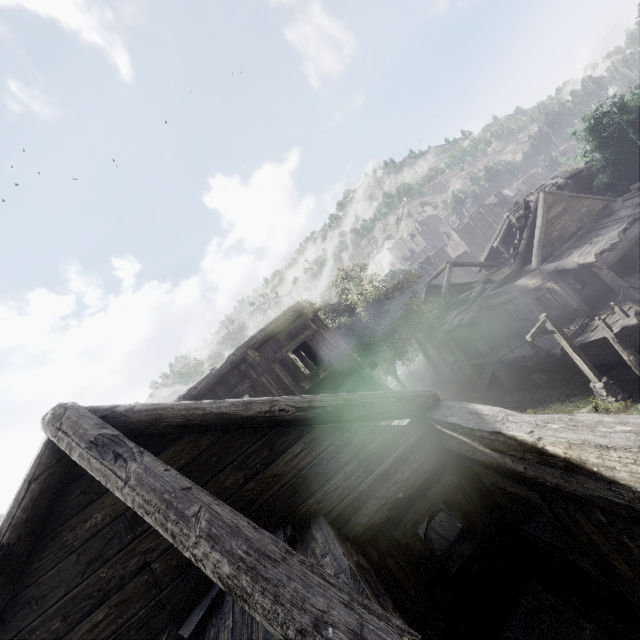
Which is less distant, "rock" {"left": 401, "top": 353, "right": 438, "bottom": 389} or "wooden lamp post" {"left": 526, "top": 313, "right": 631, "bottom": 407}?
"wooden lamp post" {"left": 526, "top": 313, "right": 631, "bottom": 407}

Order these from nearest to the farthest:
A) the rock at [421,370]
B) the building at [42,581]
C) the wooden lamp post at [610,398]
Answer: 1. the building at [42,581]
2. the wooden lamp post at [610,398]
3. the rock at [421,370]

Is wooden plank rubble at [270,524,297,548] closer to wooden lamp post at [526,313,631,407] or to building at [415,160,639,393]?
building at [415,160,639,393]

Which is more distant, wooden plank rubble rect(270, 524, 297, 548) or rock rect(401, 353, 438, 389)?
rock rect(401, 353, 438, 389)

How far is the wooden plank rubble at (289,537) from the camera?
3.9 meters

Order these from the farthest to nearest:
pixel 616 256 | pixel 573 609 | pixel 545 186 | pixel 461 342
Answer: pixel 545 186 → pixel 461 342 → pixel 616 256 → pixel 573 609

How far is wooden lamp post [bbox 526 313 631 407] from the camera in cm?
1316

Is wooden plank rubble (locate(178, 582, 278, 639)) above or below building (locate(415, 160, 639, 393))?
above
